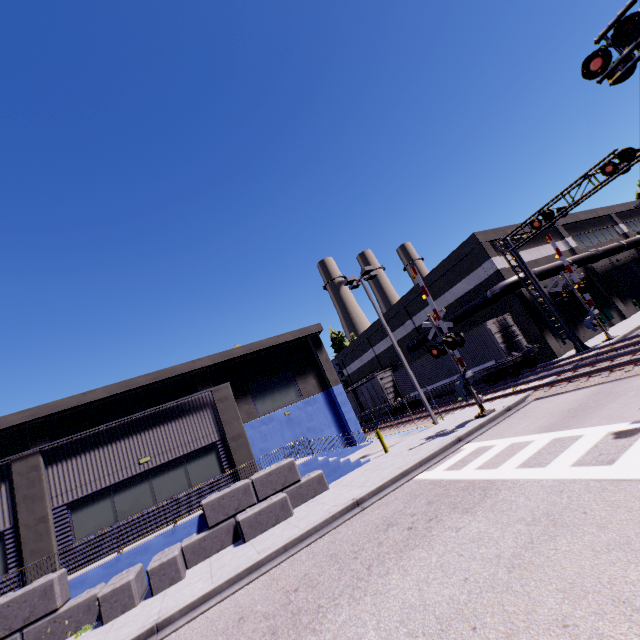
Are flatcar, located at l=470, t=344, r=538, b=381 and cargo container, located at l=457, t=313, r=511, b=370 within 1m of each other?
yes

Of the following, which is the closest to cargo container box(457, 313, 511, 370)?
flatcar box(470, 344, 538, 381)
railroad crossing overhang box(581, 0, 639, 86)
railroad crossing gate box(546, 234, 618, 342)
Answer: flatcar box(470, 344, 538, 381)

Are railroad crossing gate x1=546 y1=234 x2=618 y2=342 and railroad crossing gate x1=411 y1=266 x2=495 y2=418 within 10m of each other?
no

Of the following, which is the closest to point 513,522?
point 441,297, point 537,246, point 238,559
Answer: point 238,559

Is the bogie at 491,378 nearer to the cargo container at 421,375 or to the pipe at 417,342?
the cargo container at 421,375

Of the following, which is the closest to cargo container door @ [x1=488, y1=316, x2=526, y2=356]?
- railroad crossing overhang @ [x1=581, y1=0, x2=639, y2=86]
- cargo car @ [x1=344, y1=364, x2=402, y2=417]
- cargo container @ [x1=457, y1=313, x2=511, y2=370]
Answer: cargo container @ [x1=457, y1=313, x2=511, y2=370]

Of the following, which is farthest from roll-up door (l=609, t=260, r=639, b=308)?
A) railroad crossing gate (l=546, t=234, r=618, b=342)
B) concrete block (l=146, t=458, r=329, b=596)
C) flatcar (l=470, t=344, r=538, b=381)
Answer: concrete block (l=146, t=458, r=329, b=596)

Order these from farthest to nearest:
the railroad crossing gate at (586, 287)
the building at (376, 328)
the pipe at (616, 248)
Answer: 1. the building at (376, 328)
2. the pipe at (616, 248)
3. the railroad crossing gate at (586, 287)
